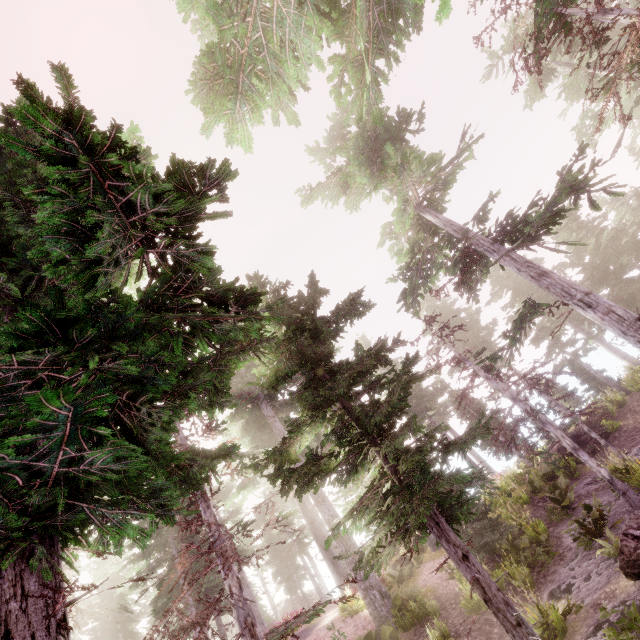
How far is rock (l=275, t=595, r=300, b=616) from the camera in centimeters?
4032cm

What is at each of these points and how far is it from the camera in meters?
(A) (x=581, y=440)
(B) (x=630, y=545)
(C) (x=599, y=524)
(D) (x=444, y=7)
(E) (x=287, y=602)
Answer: (A) rock, 20.6
(B) rock, 8.4
(C) instancedfoliageactor, 11.2
(D) instancedfoliageactor, 3.1
(E) rock, 41.4

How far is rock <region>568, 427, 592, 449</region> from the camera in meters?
20.2 m

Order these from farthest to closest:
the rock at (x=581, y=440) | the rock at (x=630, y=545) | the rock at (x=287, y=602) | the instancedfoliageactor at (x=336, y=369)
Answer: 1. the rock at (x=287, y=602)
2. the rock at (x=581, y=440)
3. the rock at (x=630, y=545)
4. the instancedfoliageactor at (x=336, y=369)

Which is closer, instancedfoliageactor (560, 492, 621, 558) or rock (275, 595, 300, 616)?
instancedfoliageactor (560, 492, 621, 558)

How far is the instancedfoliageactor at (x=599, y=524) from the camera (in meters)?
9.65

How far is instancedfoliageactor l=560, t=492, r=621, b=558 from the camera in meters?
9.6

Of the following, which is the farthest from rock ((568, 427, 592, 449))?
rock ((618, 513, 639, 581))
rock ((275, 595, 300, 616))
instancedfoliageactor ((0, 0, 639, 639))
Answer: rock ((275, 595, 300, 616))
